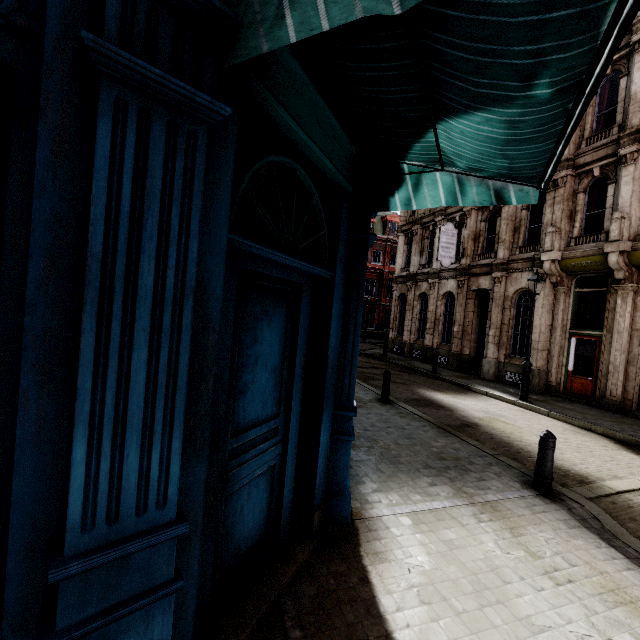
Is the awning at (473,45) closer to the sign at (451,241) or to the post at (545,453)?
the post at (545,453)

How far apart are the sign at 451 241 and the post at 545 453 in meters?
13.9

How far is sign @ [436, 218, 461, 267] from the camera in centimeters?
1789cm

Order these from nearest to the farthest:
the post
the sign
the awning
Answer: the awning → the post → the sign

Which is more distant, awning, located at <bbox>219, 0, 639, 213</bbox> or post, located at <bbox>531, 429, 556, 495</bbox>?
post, located at <bbox>531, 429, 556, 495</bbox>

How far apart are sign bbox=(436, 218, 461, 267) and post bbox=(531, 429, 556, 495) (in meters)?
13.86

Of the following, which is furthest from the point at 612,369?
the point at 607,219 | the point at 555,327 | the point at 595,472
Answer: the point at 595,472

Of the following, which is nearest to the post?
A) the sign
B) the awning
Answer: the awning
